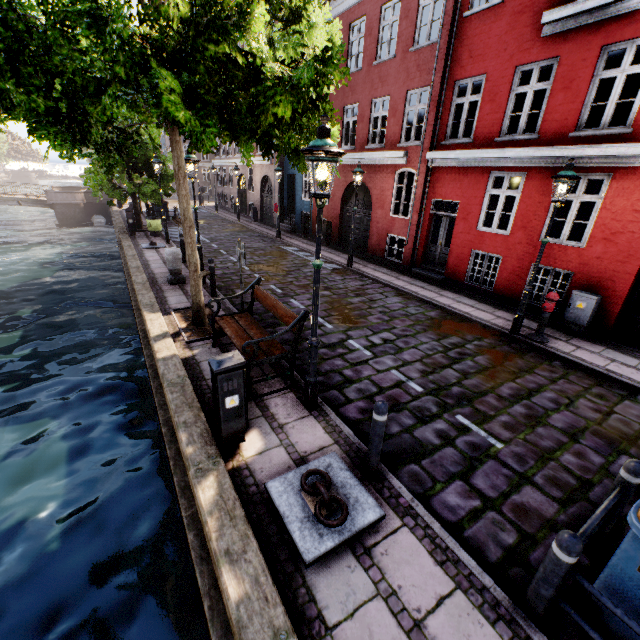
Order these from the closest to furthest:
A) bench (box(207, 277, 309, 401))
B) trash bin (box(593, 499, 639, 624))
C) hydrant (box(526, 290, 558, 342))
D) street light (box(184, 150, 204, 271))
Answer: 1. trash bin (box(593, 499, 639, 624))
2. bench (box(207, 277, 309, 401))
3. hydrant (box(526, 290, 558, 342))
4. street light (box(184, 150, 204, 271))

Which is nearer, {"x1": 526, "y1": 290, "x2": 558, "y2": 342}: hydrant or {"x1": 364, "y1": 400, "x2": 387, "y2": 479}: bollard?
{"x1": 364, "y1": 400, "x2": 387, "y2": 479}: bollard

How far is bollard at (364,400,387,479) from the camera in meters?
3.5 m

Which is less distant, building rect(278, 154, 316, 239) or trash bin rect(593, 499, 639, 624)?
trash bin rect(593, 499, 639, 624)

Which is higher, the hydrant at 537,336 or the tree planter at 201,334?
the hydrant at 537,336

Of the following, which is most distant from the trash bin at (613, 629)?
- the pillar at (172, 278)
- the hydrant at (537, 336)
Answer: the pillar at (172, 278)

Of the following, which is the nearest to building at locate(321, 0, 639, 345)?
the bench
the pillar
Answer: the bench

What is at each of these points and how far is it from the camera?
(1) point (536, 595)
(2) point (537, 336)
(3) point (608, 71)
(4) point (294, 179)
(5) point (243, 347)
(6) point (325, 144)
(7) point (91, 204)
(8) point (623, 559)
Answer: (1) bollard, 2.66m
(2) hydrant, 7.87m
(3) building, 7.43m
(4) building, 20.64m
(5) bench, 4.78m
(6) street light, 3.52m
(7) bridge, 32.81m
(8) trash bin, 2.46m
